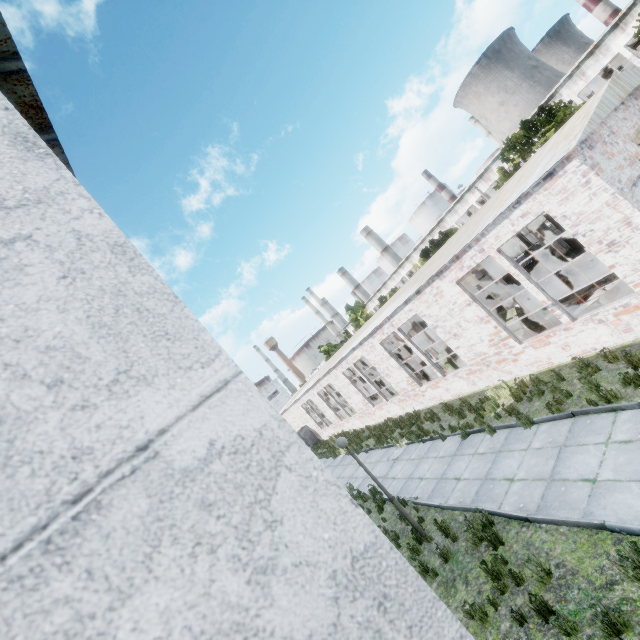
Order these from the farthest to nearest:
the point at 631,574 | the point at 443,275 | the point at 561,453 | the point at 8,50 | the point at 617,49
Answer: the point at 617,49 → the point at 443,275 → the point at 561,453 → the point at 631,574 → the point at 8,50

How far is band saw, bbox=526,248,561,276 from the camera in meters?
19.3

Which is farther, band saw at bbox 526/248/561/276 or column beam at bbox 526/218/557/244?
band saw at bbox 526/248/561/276

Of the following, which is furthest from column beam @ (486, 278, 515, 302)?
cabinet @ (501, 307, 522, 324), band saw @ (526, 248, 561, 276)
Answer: band saw @ (526, 248, 561, 276)

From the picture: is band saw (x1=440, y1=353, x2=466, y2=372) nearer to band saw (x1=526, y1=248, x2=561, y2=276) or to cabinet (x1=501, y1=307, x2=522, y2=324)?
cabinet (x1=501, y1=307, x2=522, y2=324)

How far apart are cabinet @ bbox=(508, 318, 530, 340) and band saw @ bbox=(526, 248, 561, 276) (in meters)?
7.48

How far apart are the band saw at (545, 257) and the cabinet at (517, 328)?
7.48m
